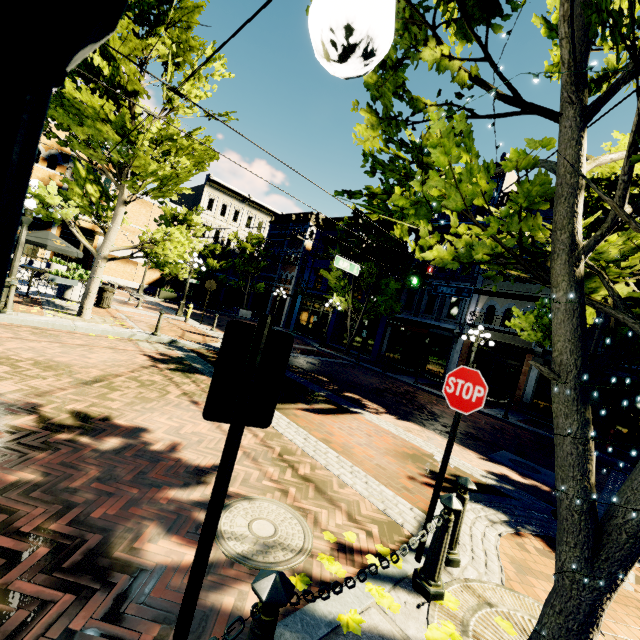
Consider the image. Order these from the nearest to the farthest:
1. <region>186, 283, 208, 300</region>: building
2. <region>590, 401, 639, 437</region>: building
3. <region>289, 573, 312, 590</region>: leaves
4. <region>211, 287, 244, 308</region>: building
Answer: <region>289, 573, 312, 590</region>: leaves → <region>590, 401, 639, 437</region>: building → <region>186, 283, 208, 300</region>: building → <region>211, 287, 244, 308</region>: building

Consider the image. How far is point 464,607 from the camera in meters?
2.8

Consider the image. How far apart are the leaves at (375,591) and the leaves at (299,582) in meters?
0.5

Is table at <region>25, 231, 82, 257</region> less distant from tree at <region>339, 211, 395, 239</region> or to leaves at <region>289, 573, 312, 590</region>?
tree at <region>339, 211, 395, 239</region>

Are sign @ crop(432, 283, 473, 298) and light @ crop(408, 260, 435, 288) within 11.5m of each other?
yes

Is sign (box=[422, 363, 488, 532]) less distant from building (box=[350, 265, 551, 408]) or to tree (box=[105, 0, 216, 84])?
tree (box=[105, 0, 216, 84])

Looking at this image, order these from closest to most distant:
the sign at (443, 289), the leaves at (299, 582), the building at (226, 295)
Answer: the leaves at (299, 582)
the sign at (443, 289)
the building at (226, 295)

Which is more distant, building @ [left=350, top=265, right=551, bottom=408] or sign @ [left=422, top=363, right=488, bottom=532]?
building @ [left=350, top=265, right=551, bottom=408]
